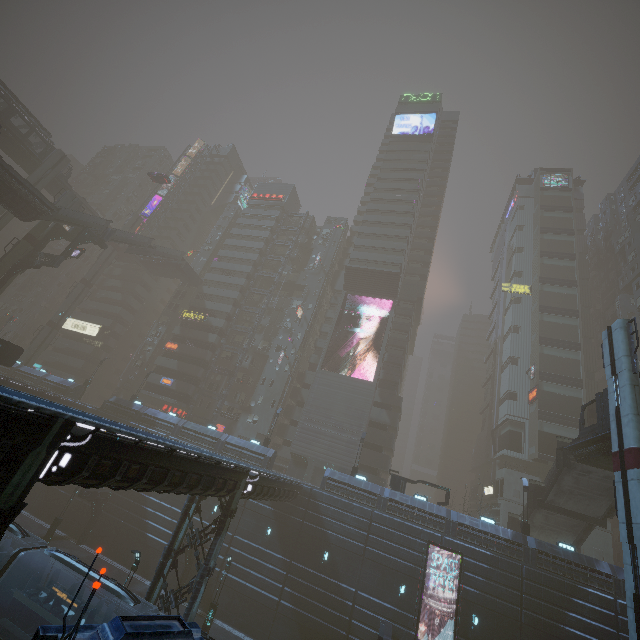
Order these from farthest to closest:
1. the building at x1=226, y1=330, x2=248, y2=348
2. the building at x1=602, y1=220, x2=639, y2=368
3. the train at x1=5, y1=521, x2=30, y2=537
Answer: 1. the building at x1=226, y1=330, x2=248, y2=348
2. the building at x1=602, y1=220, x2=639, y2=368
3. the train at x1=5, y1=521, x2=30, y2=537

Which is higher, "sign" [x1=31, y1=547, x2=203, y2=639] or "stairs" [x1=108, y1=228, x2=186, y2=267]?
"stairs" [x1=108, y1=228, x2=186, y2=267]

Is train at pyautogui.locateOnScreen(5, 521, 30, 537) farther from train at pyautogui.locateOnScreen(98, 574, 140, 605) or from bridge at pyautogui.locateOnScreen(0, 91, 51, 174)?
bridge at pyautogui.locateOnScreen(0, 91, 51, 174)

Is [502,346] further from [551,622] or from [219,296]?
[219,296]

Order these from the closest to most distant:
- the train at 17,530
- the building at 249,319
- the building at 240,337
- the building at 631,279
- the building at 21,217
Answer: the train at 17,530 → the building at 21,217 → the building at 631,279 → the building at 240,337 → the building at 249,319

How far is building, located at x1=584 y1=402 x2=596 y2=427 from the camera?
43.77m

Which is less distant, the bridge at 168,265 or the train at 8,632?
the train at 8,632
